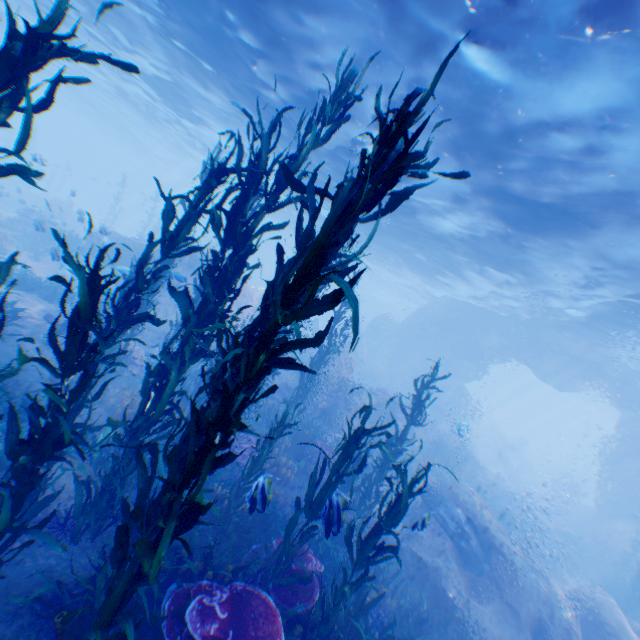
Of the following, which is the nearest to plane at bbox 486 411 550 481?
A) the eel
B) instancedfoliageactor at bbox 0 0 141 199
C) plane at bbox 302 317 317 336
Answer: instancedfoliageactor at bbox 0 0 141 199

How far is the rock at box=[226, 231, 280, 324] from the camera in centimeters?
2123cm

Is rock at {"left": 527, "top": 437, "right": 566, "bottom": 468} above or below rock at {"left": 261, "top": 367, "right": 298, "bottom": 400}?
above

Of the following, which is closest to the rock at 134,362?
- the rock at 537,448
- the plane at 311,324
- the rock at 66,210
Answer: the plane at 311,324

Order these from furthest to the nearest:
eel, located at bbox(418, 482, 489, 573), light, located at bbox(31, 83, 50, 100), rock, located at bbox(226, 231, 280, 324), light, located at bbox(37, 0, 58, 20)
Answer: light, located at bbox(31, 83, 50, 100) < rock, located at bbox(226, 231, 280, 324) < light, located at bbox(37, 0, 58, 20) < eel, located at bbox(418, 482, 489, 573)

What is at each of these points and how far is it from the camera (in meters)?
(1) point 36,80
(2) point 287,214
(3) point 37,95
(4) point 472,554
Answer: (1) light, 40.88
(2) light, 37.00
(3) light, 54.06
(4) eel, 11.31

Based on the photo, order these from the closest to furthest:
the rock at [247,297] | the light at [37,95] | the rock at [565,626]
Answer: the rock at [565,626] → the rock at [247,297] → the light at [37,95]
